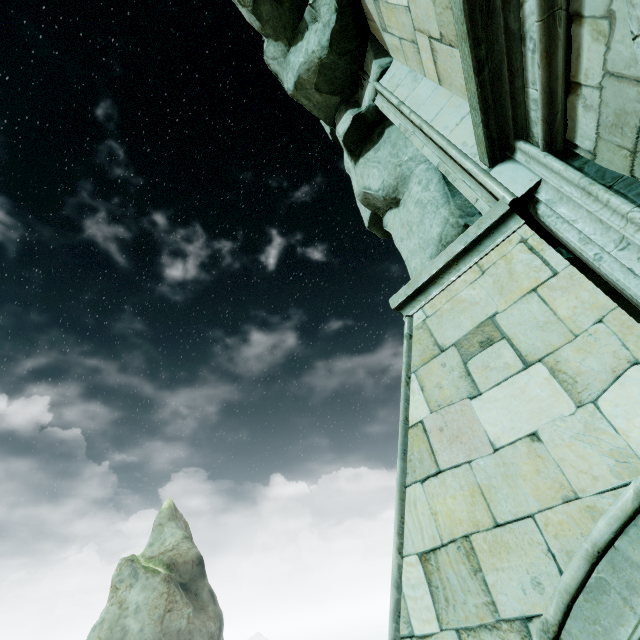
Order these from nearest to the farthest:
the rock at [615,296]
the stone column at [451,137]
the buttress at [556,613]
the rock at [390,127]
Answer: the buttress at [556,613] → the stone column at [451,137] → the rock at [615,296] → the rock at [390,127]

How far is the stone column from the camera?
2.7 meters

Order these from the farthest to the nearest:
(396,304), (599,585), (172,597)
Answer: (172,597) → (396,304) → (599,585)

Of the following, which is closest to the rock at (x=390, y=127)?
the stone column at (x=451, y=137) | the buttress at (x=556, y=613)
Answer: the stone column at (x=451, y=137)

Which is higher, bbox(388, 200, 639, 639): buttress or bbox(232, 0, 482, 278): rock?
bbox(232, 0, 482, 278): rock

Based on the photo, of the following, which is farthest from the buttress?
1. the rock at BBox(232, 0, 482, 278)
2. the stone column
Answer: the rock at BBox(232, 0, 482, 278)

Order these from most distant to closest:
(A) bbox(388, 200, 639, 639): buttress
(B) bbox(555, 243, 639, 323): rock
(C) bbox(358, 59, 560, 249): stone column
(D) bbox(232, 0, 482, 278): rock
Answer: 1. (D) bbox(232, 0, 482, 278): rock
2. (B) bbox(555, 243, 639, 323): rock
3. (C) bbox(358, 59, 560, 249): stone column
4. (A) bbox(388, 200, 639, 639): buttress
